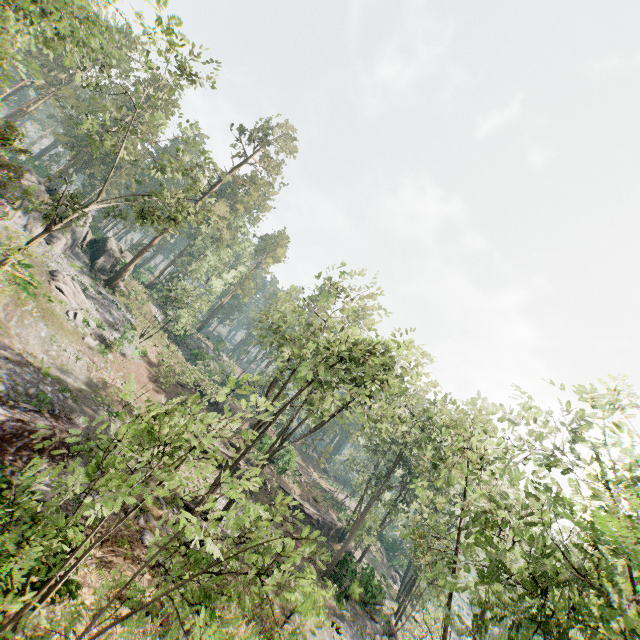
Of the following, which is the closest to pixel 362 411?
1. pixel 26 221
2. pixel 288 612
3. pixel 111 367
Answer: pixel 288 612

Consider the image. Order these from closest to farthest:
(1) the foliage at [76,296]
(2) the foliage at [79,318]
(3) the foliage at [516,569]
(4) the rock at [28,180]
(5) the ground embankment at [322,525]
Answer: (3) the foliage at [516,569] < (2) the foliage at [79,318] < (1) the foliage at [76,296] < (4) the rock at [28,180] < (5) the ground embankment at [322,525]

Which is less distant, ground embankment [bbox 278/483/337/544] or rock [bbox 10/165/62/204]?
rock [bbox 10/165/62/204]

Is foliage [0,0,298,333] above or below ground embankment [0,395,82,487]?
above

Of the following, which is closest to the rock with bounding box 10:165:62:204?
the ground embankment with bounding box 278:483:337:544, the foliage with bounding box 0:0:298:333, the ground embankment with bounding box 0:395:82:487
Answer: the foliage with bounding box 0:0:298:333

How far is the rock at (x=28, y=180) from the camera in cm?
3300

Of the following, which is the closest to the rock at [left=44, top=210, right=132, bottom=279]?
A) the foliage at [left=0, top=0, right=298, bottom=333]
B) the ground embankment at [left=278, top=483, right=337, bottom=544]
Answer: the foliage at [left=0, top=0, right=298, bottom=333]
